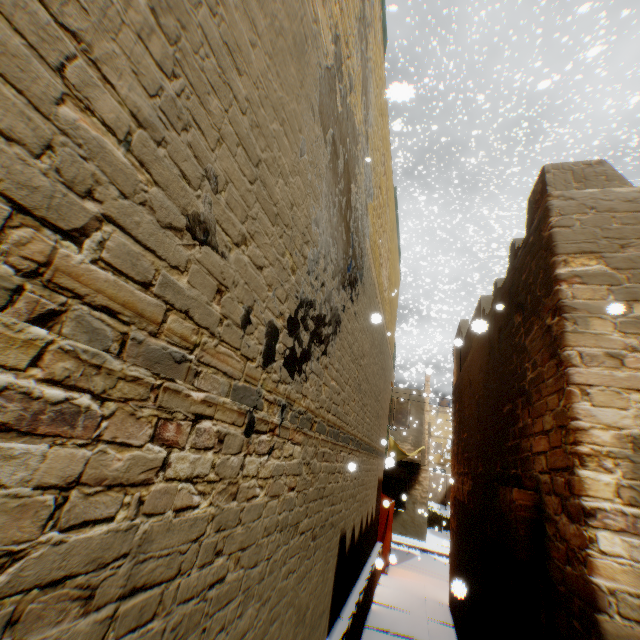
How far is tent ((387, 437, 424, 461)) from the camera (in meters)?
8.55

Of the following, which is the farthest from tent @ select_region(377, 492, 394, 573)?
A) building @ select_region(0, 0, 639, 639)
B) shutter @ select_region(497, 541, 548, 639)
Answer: shutter @ select_region(497, 541, 548, 639)

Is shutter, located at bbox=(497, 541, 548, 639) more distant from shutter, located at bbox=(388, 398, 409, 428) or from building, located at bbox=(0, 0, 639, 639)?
shutter, located at bbox=(388, 398, 409, 428)

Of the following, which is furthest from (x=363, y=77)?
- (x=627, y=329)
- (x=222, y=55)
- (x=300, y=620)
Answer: (x=300, y=620)

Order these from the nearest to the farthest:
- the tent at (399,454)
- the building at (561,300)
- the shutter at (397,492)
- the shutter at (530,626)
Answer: the building at (561,300) < the shutter at (530,626) < the tent at (399,454) < the shutter at (397,492)

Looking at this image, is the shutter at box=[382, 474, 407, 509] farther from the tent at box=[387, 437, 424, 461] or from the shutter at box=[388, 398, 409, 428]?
the shutter at box=[388, 398, 409, 428]

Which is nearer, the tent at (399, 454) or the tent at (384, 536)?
the tent at (399, 454)

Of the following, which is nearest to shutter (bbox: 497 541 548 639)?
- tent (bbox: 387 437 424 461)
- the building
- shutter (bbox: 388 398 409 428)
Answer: the building
